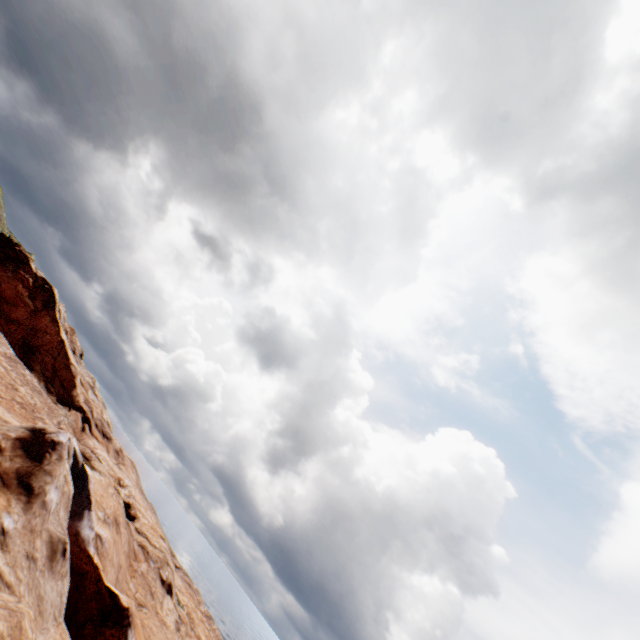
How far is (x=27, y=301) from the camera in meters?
41.8
